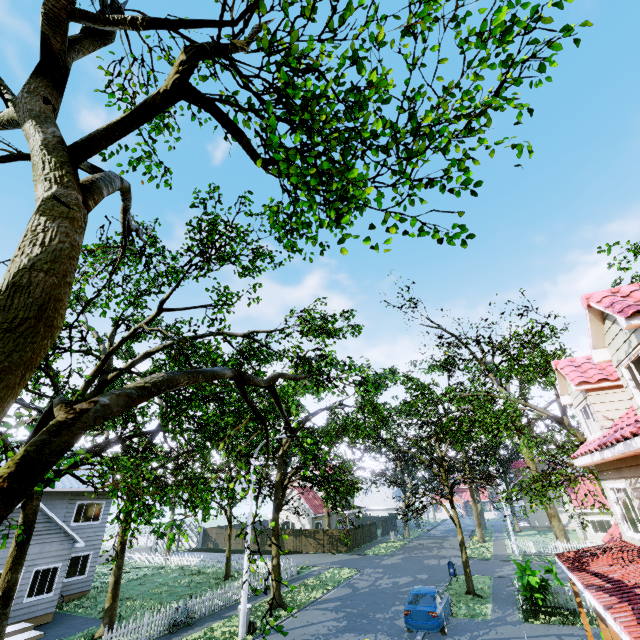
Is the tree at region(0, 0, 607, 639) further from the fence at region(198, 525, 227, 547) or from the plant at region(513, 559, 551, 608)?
the plant at region(513, 559, 551, 608)

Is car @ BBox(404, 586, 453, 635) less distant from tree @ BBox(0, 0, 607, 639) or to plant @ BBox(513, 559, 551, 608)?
plant @ BBox(513, 559, 551, 608)

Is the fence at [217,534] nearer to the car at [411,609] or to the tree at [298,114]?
the tree at [298,114]

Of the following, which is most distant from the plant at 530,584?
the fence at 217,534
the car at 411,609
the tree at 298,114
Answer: the tree at 298,114

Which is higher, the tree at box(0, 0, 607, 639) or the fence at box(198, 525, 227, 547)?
the tree at box(0, 0, 607, 639)

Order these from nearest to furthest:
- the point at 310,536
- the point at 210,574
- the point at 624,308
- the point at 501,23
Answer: the point at 501,23 → the point at 624,308 → the point at 210,574 → the point at 310,536

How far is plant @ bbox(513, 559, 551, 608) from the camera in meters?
15.5 m

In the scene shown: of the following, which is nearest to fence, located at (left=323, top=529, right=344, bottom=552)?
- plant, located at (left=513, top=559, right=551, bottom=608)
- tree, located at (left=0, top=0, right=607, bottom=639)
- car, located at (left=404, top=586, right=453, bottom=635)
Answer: tree, located at (left=0, top=0, right=607, bottom=639)
